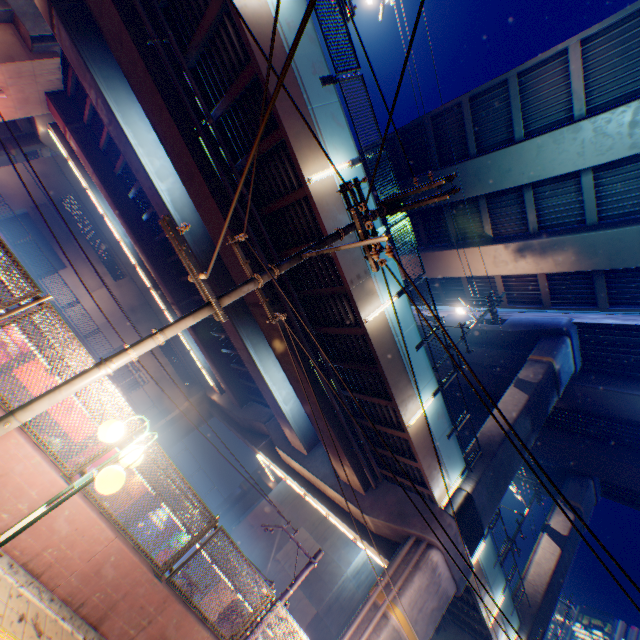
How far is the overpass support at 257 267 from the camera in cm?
1236

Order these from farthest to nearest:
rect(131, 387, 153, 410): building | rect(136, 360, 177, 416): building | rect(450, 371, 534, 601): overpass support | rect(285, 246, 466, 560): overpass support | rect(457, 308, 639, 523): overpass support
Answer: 1. rect(136, 360, 177, 416): building
2. rect(131, 387, 153, 410): building
3. rect(457, 308, 639, 523): overpass support
4. rect(450, 371, 534, 601): overpass support
5. rect(285, 246, 466, 560): overpass support

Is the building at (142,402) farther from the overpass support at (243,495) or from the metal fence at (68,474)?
the metal fence at (68,474)

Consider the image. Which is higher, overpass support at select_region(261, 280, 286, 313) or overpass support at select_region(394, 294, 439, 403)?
overpass support at select_region(394, 294, 439, 403)

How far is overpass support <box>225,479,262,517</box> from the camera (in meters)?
41.03

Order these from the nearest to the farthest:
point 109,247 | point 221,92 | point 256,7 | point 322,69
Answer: point 256,7, point 322,69, point 221,92, point 109,247

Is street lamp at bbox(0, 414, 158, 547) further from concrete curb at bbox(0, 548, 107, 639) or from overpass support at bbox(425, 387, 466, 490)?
overpass support at bbox(425, 387, 466, 490)

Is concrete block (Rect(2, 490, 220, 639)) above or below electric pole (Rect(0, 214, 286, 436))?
below
